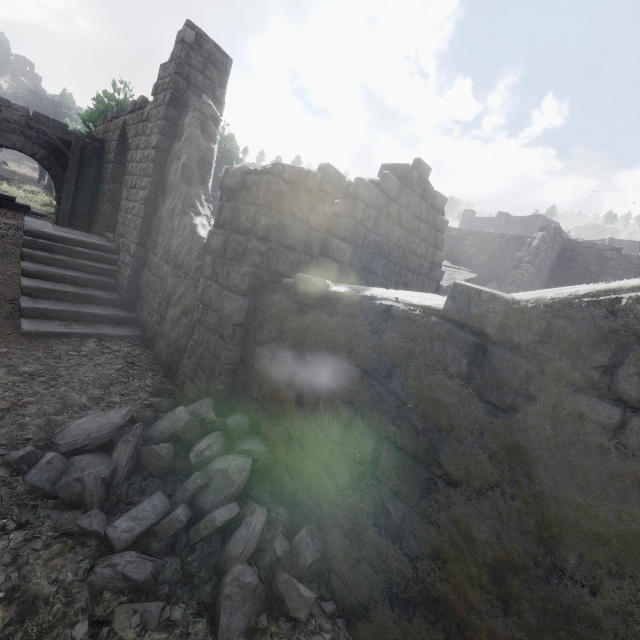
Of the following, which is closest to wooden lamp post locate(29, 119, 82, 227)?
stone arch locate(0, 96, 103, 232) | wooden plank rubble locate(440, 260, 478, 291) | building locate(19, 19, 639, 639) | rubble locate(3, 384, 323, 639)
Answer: stone arch locate(0, 96, 103, 232)

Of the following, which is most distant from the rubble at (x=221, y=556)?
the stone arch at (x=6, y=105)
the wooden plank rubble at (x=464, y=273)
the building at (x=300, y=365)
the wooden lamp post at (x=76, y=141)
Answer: the wooden plank rubble at (x=464, y=273)

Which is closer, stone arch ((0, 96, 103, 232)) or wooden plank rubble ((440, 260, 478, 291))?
stone arch ((0, 96, 103, 232))

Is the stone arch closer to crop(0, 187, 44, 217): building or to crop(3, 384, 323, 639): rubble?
crop(0, 187, 44, 217): building

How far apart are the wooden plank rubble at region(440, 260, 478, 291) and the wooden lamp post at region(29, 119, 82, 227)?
15.48m

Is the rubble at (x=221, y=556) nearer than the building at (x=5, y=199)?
Yes

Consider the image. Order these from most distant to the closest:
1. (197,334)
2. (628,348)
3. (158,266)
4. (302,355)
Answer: (158,266), (197,334), (302,355), (628,348)

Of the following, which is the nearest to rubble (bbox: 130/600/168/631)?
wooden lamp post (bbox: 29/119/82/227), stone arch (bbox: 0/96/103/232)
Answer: wooden lamp post (bbox: 29/119/82/227)
